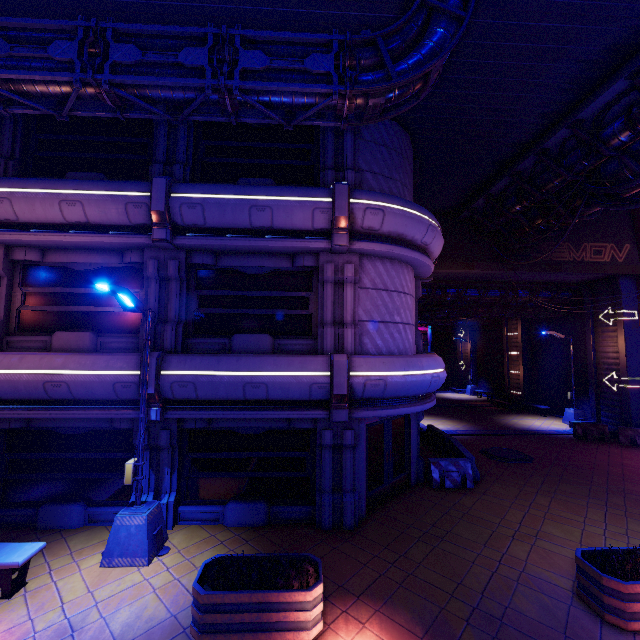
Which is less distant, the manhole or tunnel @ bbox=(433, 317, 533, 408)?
the manhole

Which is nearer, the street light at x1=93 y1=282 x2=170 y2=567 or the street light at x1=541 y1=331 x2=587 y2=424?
the street light at x1=93 y1=282 x2=170 y2=567

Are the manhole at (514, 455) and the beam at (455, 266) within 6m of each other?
no

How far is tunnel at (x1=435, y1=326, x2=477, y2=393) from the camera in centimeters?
3519cm

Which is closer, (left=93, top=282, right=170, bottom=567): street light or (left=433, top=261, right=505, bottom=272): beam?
(left=93, top=282, right=170, bottom=567): street light

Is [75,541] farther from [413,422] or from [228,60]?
[228,60]

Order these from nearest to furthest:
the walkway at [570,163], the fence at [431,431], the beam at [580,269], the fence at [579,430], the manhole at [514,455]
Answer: the walkway at [570,163] < the fence at [431,431] < the manhole at [514,455] < the fence at [579,430] < the beam at [580,269]

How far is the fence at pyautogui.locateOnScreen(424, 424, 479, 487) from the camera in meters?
11.3
